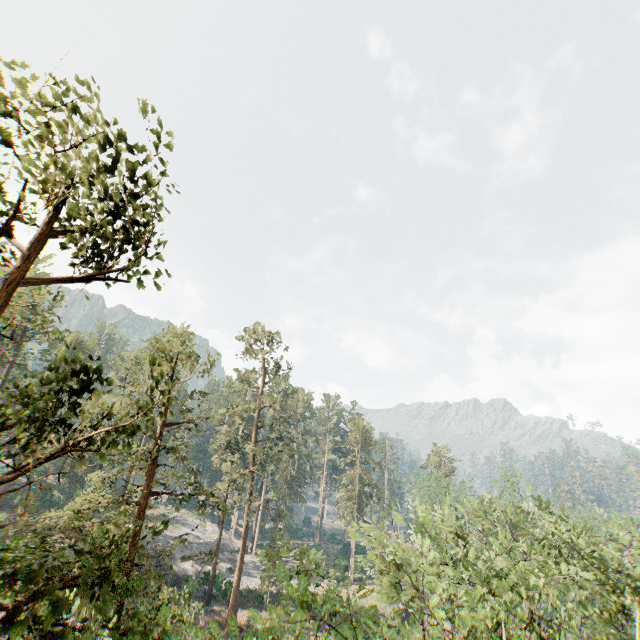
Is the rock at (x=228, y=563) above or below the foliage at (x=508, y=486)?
below

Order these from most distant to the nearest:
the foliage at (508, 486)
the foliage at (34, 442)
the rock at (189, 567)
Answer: the rock at (189, 567), the foliage at (508, 486), the foliage at (34, 442)

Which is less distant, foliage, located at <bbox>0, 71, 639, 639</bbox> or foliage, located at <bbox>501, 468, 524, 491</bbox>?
foliage, located at <bbox>0, 71, 639, 639</bbox>

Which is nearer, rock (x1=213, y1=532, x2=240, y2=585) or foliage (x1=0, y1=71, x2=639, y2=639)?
foliage (x1=0, y1=71, x2=639, y2=639)

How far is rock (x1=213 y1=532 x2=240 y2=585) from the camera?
39.7m

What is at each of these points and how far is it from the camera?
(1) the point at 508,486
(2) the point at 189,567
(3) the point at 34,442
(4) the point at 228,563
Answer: (1) foliage, 38.0m
(2) rock, 42.2m
(3) foliage, 5.1m
(4) rock, 48.1m

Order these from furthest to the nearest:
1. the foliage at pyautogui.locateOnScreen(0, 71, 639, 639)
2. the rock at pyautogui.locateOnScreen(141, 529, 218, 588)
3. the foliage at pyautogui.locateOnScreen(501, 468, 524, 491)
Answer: the rock at pyautogui.locateOnScreen(141, 529, 218, 588) < the foliage at pyautogui.locateOnScreen(501, 468, 524, 491) < the foliage at pyautogui.locateOnScreen(0, 71, 639, 639)
